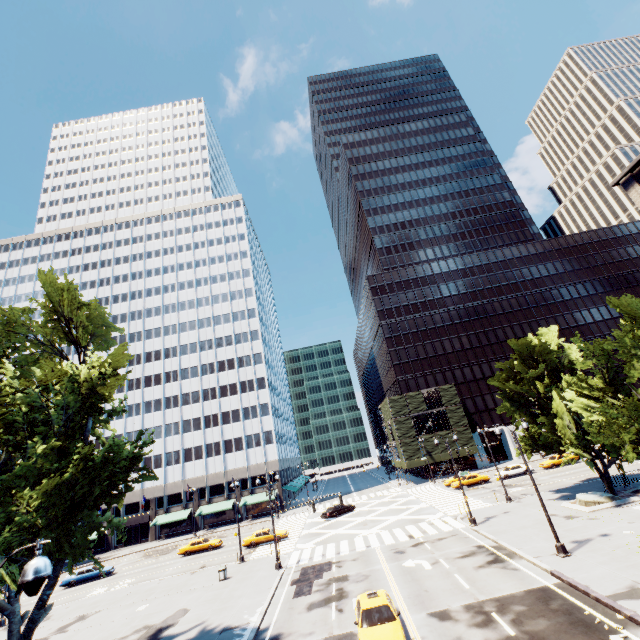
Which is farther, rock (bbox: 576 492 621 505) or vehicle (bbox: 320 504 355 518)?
vehicle (bbox: 320 504 355 518)

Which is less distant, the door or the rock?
the rock

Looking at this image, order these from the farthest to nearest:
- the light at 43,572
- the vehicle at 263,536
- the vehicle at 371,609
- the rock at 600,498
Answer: the vehicle at 263,536, the rock at 600,498, the vehicle at 371,609, the light at 43,572

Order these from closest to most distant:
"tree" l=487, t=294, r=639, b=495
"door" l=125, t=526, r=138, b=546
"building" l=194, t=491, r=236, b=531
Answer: "tree" l=487, t=294, r=639, b=495
"building" l=194, t=491, r=236, b=531
"door" l=125, t=526, r=138, b=546

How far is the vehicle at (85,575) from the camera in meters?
37.2 m

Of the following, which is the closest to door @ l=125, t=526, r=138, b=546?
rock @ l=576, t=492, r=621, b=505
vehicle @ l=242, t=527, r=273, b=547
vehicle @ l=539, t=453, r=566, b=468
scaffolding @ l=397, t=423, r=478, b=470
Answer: vehicle @ l=242, t=527, r=273, b=547

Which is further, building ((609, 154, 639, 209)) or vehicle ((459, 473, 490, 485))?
vehicle ((459, 473, 490, 485))

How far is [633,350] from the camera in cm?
1745
